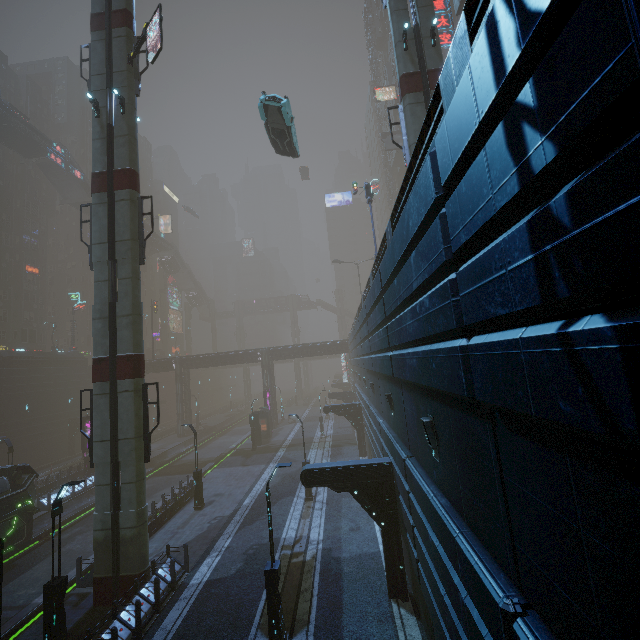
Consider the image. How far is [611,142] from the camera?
2.0m

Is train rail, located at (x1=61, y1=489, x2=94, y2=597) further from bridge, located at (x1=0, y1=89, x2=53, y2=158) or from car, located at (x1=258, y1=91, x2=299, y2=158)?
bridge, located at (x1=0, y1=89, x2=53, y2=158)

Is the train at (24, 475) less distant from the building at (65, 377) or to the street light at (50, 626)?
the building at (65, 377)

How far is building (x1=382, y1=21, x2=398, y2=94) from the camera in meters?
47.0 m

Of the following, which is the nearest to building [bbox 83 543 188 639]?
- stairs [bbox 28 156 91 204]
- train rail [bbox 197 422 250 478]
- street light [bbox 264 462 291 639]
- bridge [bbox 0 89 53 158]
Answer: train rail [bbox 197 422 250 478]

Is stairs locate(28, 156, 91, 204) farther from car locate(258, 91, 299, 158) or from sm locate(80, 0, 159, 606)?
car locate(258, 91, 299, 158)

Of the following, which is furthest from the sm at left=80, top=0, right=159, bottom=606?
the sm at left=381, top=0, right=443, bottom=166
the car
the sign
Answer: the sign

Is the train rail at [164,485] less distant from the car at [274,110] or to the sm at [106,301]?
the sm at [106,301]
